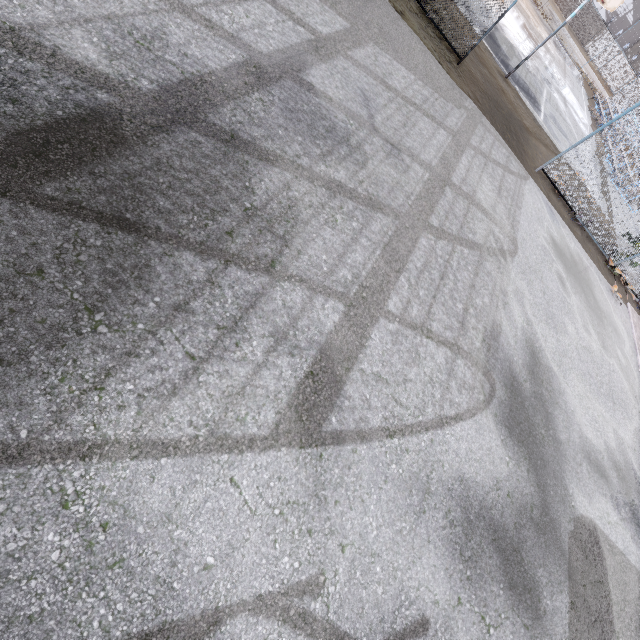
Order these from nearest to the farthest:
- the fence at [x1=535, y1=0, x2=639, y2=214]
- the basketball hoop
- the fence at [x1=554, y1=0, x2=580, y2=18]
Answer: the fence at [x1=535, y1=0, x2=639, y2=214]
the basketball hoop
the fence at [x1=554, y1=0, x2=580, y2=18]

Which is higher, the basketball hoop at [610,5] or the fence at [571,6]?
the basketball hoop at [610,5]

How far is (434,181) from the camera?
6.0 meters

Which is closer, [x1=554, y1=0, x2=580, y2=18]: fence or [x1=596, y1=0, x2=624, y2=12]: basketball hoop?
[x1=596, y1=0, x2=624, y2=12]: basketball hoop

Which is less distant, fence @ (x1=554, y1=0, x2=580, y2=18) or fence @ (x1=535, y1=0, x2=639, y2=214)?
fence @ (x1=535, y1=0, x2=639, y2=214)

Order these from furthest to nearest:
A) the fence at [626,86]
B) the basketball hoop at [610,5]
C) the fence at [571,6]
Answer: the fence at [571,6] → the basketball hoop at [610,5] → the fence at [626,86]

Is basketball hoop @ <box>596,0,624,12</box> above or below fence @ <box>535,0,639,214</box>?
above
